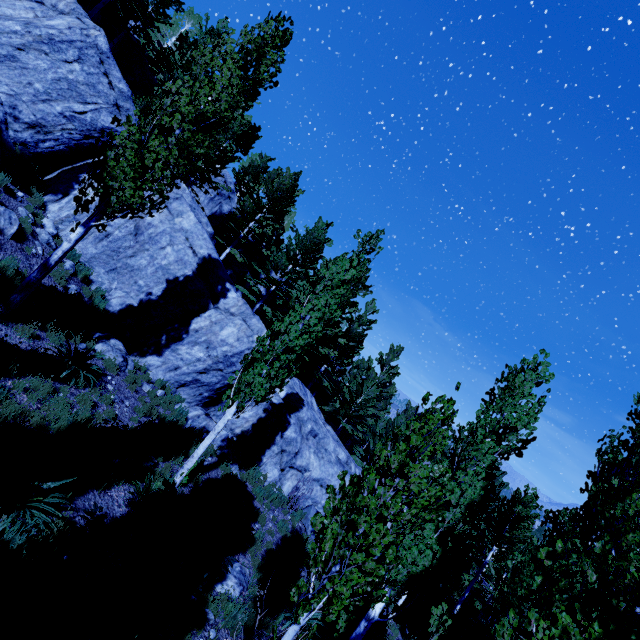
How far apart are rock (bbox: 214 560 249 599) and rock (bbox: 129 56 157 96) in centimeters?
3279cm

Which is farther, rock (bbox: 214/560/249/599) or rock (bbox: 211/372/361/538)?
rock (bbox: 211/372/361/538)

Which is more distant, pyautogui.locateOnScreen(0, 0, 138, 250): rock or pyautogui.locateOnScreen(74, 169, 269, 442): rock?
pyautogui.locateOnScreen(74, 169, 269, 442): rock

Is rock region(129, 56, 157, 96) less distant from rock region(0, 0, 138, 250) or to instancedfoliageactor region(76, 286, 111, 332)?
instancedfoliageactor region(76, 286, 111, 332)

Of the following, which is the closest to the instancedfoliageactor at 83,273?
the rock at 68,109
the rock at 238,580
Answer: the rock at 68,109

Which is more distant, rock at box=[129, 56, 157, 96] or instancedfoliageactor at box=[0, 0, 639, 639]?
rock at box=[129, 56, 157, 96]

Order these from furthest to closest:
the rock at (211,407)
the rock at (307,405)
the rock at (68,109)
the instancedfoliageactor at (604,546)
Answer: the rock at (307,405)
the rock at (211,407)
the rock at (68,109)
the instancedfoliageactor at (604,546)

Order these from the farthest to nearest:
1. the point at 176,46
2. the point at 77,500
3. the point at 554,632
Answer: the point at 176,46 → the point at 77,500 → the point at 554,632
